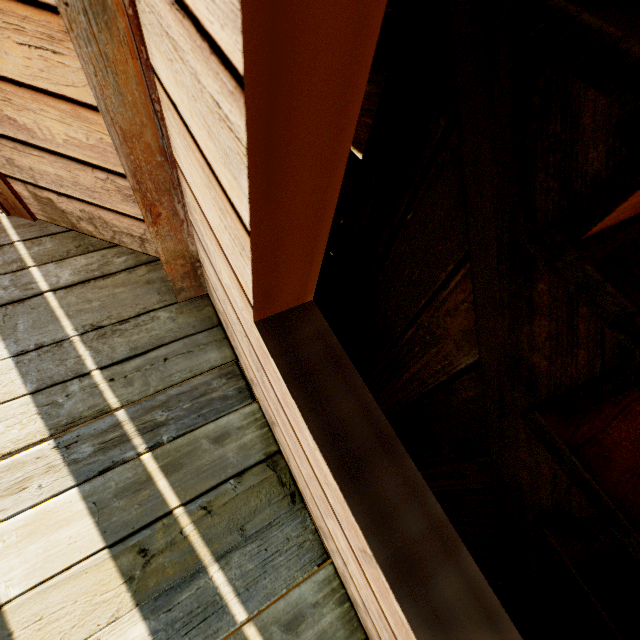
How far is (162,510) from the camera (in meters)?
1.29

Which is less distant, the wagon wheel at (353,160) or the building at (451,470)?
the building at (451,470)

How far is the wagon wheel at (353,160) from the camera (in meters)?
1.14

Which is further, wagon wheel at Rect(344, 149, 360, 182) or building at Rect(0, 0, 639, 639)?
wagon wheel at Rect(344, 149, 360, 182)

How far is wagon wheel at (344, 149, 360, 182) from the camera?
1.14m
